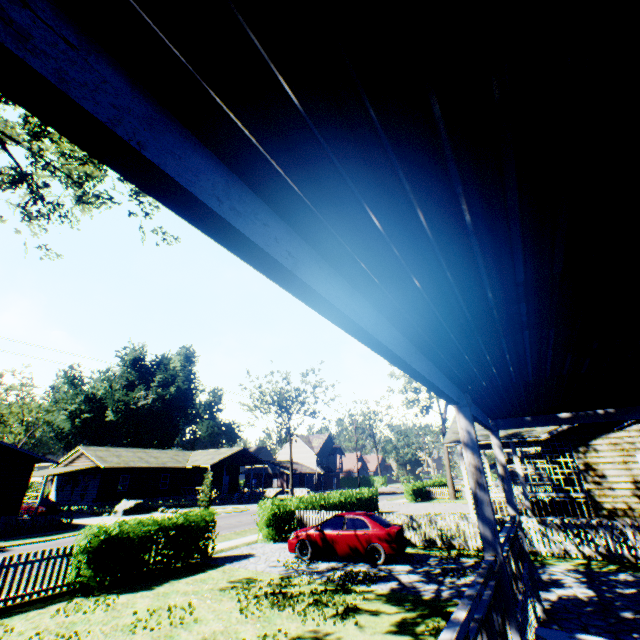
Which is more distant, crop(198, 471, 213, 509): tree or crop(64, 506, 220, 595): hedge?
crop(198, 471, 213, 509): tree

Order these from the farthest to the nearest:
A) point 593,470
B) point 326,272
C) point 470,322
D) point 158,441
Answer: point 158,441 < point 593,470 < point 470,322 < point 326,272

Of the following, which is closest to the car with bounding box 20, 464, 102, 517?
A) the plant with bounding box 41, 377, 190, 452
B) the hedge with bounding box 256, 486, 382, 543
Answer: the plant with bounding box 41, 377, 190, 452

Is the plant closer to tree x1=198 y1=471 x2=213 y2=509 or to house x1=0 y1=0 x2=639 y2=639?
tree x1=198 y1=471 x2=213 y2=509

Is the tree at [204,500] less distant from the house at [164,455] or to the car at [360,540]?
the house at [164,455]

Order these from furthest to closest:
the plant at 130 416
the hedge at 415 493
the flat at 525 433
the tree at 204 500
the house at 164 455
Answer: the plant at 130 416, the hedge at 415 493, the tree at 204 500, the house at 164 455, the flat at 525 433

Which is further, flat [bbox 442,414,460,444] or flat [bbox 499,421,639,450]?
flat [bbox 442,414,460,444]

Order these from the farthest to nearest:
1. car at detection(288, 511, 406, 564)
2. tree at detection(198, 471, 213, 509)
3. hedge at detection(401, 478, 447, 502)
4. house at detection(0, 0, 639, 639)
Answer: hedge at detection(401, 478, 447, 502), tree at detection(198, 471, 213, 509), car at detection(288, 511, 406, 564), house at detection(0, 0, 639, 639)
